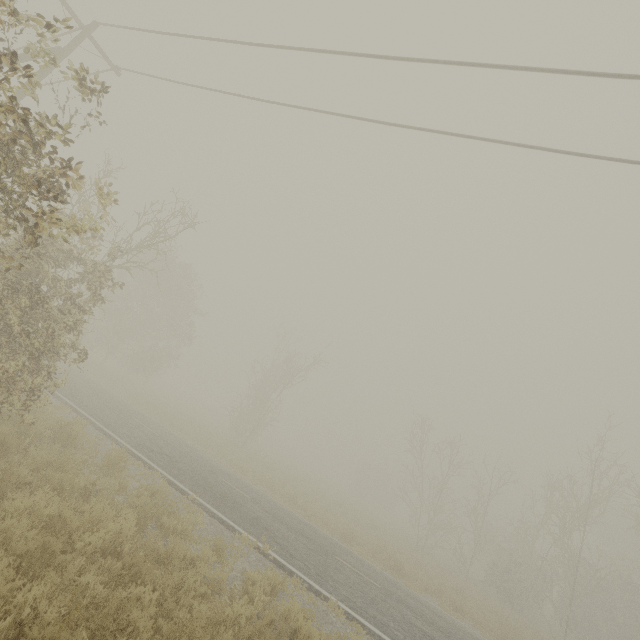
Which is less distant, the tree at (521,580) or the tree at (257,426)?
the tree at (521,580)

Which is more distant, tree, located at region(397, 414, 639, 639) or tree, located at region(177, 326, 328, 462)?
tree, located at region(177, 326, 328, 462)

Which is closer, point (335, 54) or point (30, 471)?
point (30, 471)

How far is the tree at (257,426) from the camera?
29.9m

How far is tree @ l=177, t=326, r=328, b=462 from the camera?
29.9 meters
